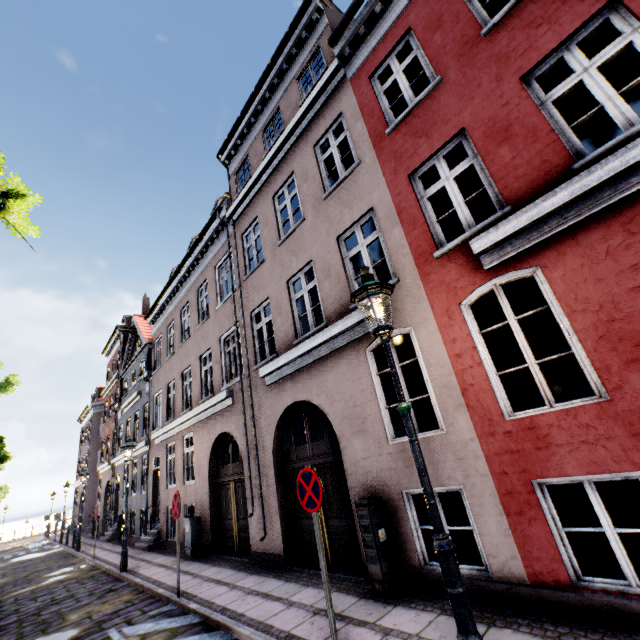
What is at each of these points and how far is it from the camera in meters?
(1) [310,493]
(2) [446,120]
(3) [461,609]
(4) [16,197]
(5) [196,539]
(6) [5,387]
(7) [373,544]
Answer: (1) sign, 4.3
(2) building, 5.5
(3) street light, 2.5
(4) tree, 5.5
(5) electrical box, 10.1
(6) tree, 15.3
(7) electrical box, 5.0

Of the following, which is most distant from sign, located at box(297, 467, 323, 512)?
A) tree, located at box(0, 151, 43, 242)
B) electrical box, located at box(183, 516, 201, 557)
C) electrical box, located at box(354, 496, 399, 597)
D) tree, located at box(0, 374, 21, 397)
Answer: tree, located at box(0, 374, 21, 397)

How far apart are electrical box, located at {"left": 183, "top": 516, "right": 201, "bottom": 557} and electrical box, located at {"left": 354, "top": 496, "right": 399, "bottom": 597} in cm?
751

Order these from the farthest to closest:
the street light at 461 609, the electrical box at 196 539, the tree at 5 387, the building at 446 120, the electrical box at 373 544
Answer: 1. the tree at 5 387
2. the electrical box at 196 539
3. the electrical box at 373 544
4. the building at 446 120
5. the street light at 461 609

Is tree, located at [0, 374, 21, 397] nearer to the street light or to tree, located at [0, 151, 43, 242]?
tree, located at [0, 151, 43, 242]

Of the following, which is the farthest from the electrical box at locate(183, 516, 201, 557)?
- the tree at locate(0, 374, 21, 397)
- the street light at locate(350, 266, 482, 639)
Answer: the tree at locate(0, 374, 21, 397)

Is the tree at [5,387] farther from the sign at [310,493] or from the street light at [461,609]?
the street light at [461,609]

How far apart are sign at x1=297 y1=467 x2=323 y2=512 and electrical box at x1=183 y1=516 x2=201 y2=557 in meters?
7.9 m
